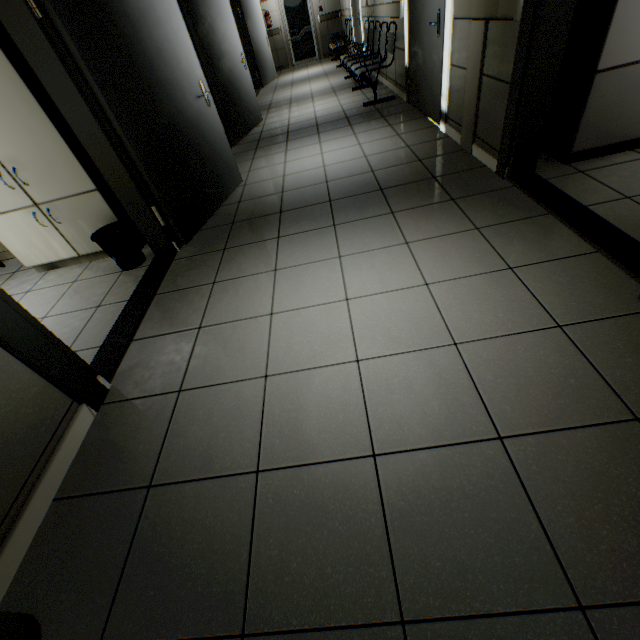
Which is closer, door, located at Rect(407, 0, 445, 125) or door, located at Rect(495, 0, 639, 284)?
door, located at Rect(495, 0, 639, 284)

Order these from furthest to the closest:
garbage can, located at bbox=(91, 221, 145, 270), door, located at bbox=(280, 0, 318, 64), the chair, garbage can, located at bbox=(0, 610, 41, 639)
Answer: door, located at bbox=(280, 0, 318, 64) < the chair < garbage can, located at bbox=(91, 221, 145, 270) < garbage can, located at bbox=(0, 610, 41, 639)

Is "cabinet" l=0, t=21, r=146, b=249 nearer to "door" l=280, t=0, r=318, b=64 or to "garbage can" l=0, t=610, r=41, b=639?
"garbage can" l=0, t=610, r=41, b=639

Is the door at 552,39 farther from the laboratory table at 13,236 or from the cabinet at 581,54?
the laboratory table at 13,236

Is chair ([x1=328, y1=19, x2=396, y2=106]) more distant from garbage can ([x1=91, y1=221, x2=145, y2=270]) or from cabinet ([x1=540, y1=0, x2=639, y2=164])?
garbage can ([x1=91, y1=221, x2=145, y2=270])

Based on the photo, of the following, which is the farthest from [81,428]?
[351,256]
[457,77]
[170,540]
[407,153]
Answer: [457,77]

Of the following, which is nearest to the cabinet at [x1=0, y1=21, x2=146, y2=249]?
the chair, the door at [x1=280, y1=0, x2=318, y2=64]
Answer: the chair

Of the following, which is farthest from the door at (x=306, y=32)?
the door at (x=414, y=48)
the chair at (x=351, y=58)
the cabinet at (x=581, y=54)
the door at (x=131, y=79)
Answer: the cabinet at (x=581, y=54)
